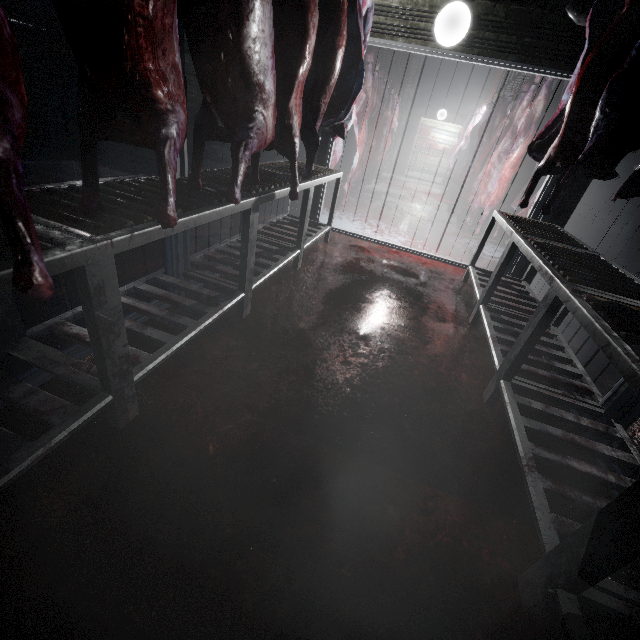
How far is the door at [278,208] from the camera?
4.3m

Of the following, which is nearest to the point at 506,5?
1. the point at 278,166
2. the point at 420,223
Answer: the point at 278,166

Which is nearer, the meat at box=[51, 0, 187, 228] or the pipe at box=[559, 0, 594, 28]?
the meat at box=[51, 0, 187, 228]

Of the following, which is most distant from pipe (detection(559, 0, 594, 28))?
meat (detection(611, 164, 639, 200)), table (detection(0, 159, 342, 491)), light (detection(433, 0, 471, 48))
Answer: table (detection(0, 159, 342, 491))

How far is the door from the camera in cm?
429

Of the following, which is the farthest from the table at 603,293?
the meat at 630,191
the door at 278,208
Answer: the door at 278,208

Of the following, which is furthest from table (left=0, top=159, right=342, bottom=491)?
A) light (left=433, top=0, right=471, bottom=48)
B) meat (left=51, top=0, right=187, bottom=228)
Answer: light (left=433, top=0, right=471, bottom=48)

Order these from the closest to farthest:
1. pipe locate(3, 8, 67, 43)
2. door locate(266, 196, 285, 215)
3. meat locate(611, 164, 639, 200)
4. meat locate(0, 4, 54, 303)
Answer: meat locate(0, 4, 54, 303)
meat locate(611, 164, 639, 200)
pipe locate(3, 8, 67, 43)
door locate(266, 196, 285, 215)
